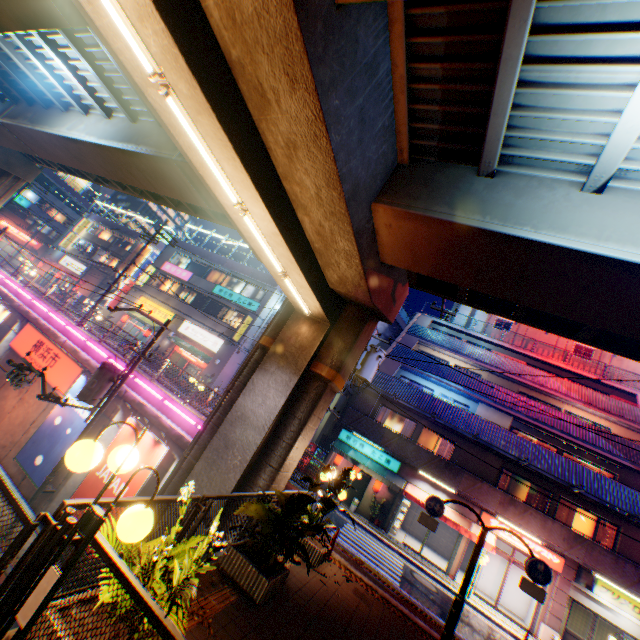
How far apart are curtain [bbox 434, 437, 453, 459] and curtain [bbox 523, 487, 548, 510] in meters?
4.2 m

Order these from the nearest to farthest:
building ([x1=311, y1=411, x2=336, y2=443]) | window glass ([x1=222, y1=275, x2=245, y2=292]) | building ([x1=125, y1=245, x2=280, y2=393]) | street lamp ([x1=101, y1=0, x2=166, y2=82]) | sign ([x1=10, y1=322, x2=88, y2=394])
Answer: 1. street lamp ([x1=101, y1=0, x2=166, y2=82])
2. sign ([x1=10, y1=322, x2=88, y2=394])
3. building ([x1=311, y1=411, x2=336, y2=443])
4. building ([x1=125, y1=245, x2=280, y2=393])
5. window glass ([x1=222, y1=275, x2=245, y2=292])

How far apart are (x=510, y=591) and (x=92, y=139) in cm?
3106

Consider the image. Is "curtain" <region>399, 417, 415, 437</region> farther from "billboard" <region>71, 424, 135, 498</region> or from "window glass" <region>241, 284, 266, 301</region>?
"window glass" <region>241, 284, 266, 301</region>

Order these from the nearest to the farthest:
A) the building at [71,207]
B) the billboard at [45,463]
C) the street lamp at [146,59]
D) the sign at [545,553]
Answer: the street lamp at [146,59], the sign at [545,553], the billboard at [45,463], the building at [71,207]

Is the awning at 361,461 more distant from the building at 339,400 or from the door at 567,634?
the door at 567,634

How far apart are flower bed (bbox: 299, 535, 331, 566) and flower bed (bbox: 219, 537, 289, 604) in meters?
2.2 m

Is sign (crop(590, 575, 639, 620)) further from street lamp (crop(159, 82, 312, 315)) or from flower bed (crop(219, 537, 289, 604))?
street lamp (crop(159, 82, 312, 315))
